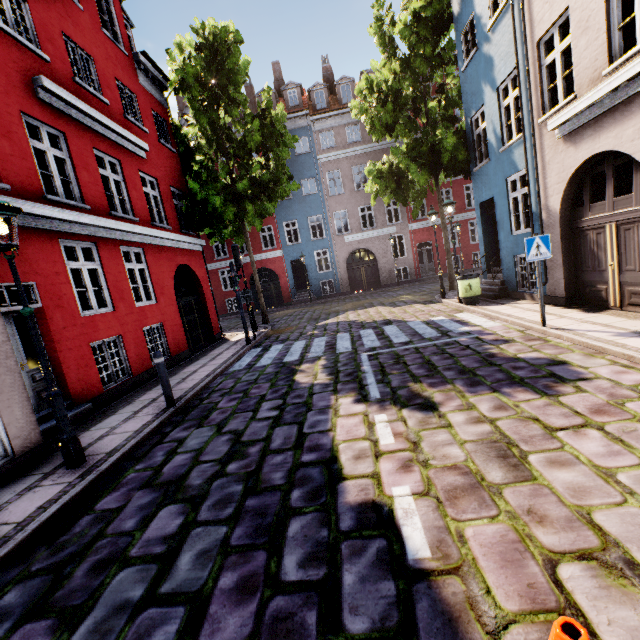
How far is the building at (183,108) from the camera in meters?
23.7 m

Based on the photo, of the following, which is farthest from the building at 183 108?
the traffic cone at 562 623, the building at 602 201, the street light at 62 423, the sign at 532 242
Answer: the building at 602 201

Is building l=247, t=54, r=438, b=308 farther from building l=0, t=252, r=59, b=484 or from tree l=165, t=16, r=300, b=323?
building l=0, t=252, r=59, b=484

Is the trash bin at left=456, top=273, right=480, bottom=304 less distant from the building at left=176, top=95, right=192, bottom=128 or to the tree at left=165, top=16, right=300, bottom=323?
the tree at left=165, top=16, right=300, bottom=323

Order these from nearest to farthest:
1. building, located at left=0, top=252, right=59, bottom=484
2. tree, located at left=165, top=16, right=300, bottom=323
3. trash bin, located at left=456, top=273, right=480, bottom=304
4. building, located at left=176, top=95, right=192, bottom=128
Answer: building, located at left=0, top=252, right=59, bottom=484 → trash bin, located at left=456, top=273, right=480, bottom=304 → tree, located at left=165, top=16, right=300, bottom=323 → building, located at left=176, top=95, right=192, bottom=128

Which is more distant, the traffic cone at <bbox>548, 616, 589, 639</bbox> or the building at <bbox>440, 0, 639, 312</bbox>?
the building at <bbox>440, 0, 639, 312</bbox>

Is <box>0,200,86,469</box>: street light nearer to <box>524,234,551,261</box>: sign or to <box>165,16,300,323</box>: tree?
<box>524,234,551,261</box>: sign

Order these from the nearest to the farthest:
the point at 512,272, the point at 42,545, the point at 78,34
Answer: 1. the point at 42,545
2. the point at 78,34
3. the point at 512,272
